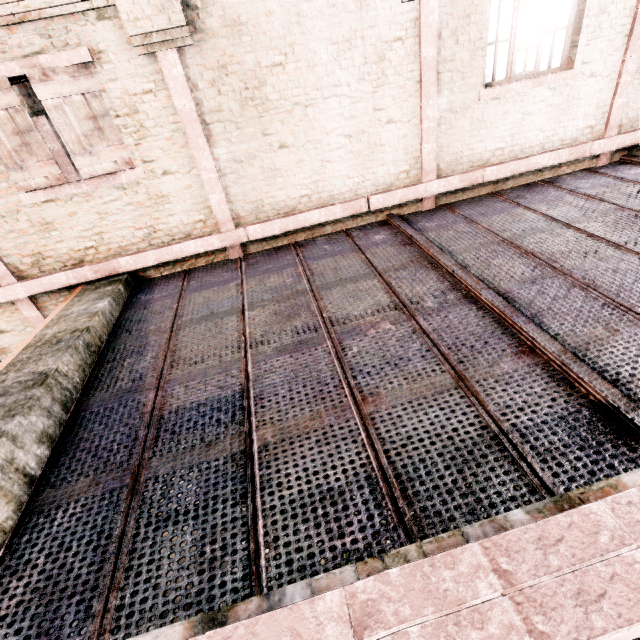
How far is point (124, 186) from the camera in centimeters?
607cm
